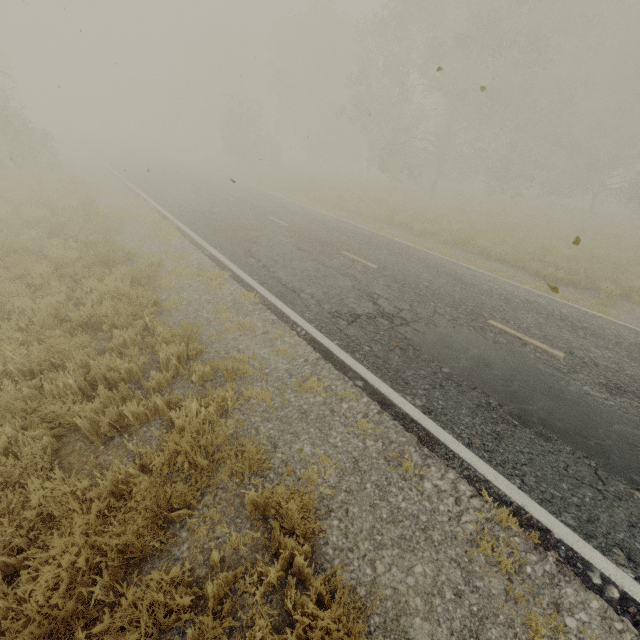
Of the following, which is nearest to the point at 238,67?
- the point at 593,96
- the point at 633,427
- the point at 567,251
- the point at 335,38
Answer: the point at 335,38

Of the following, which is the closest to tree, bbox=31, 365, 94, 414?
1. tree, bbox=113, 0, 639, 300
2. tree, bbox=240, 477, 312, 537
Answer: tree, bbox=240, 477, 312, 537

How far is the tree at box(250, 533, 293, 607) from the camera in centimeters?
261cm

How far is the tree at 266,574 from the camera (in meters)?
2.61

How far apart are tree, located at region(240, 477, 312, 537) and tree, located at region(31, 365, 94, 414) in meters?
2.9 m

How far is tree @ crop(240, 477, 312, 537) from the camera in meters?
3.0 m

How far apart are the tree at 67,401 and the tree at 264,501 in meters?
2.9

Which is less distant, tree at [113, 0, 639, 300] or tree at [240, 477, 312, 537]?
tree at [240, 477, 312, 537]
